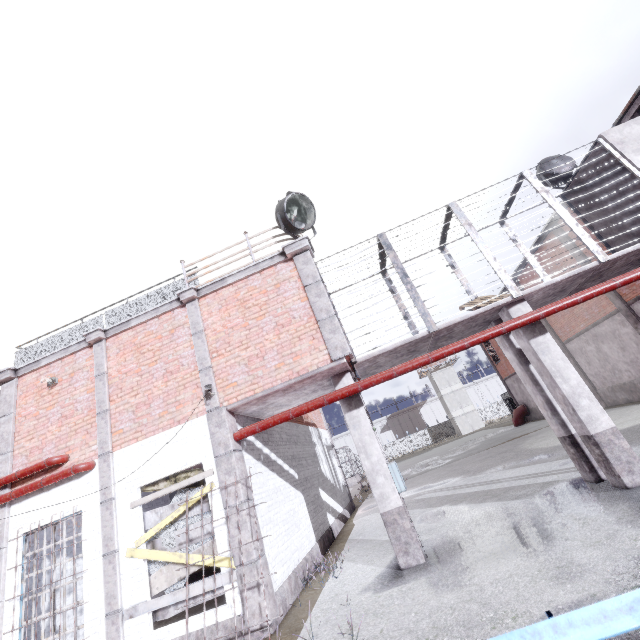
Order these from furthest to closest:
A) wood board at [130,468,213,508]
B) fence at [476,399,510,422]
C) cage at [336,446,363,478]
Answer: fence at [476,399,510,422] → cage at [336,446,363,478] → wood board at [130,468,213,508]

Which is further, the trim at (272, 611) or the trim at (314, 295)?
the trim at (314, 295)

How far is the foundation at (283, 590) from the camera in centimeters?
618cm

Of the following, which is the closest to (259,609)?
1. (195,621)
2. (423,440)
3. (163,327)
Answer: (195,621)

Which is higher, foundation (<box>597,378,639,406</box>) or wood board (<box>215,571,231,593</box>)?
wood board (<box>215,571,231,593</box>)

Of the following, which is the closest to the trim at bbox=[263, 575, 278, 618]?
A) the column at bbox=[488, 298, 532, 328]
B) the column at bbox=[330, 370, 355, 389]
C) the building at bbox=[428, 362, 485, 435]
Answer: the column at bbox=[330, 370, 355, 389]

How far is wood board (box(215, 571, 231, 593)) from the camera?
5.97m

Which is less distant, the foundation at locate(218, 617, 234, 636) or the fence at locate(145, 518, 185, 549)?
the foundation at locate(218, 617, 234, 636)
